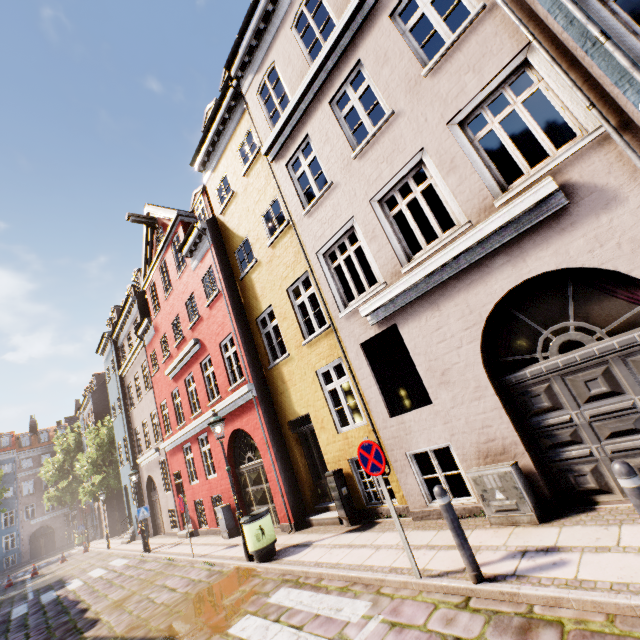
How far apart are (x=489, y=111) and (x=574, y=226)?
2.5m

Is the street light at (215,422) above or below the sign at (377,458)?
above

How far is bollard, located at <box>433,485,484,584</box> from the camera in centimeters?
394cm

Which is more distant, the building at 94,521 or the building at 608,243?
the building at 94,521

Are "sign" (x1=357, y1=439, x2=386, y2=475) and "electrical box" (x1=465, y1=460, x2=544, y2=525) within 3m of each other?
yes

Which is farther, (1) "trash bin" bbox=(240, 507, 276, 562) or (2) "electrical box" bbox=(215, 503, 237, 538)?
(2) "electrical box" bbox=(215, 503, 237, 538)

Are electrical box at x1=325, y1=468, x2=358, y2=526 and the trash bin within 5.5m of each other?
yes

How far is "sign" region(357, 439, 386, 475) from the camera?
4.8 meters
